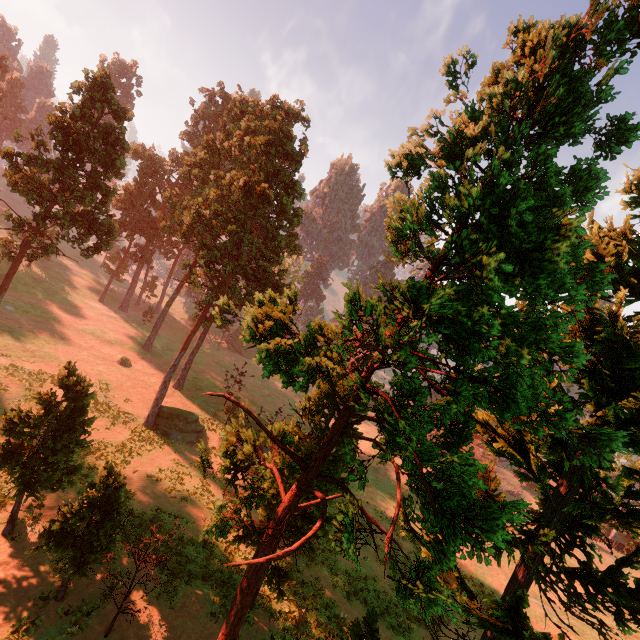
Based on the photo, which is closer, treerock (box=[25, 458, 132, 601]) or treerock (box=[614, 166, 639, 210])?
treerock (box=[614, 166, 639, 210])

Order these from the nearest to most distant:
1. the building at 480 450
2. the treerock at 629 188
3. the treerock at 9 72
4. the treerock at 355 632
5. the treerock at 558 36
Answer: the treerock at 558 36 < the treerock at 629 188 < the treerock at 355 632 < the treerock at 9 72 < the building at 480 450

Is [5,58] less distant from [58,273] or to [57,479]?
[58,273]

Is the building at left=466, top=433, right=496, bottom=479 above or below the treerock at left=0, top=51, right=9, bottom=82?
below

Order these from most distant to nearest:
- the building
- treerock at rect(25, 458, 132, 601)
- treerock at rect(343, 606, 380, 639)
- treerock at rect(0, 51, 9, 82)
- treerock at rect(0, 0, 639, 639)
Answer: the building, treerock at rect(0, 51, 9, 82), treerock at rect(343, 606, 380, 639), treerock at rect(25, 458, 132, 601), treerock at rect(0, 0, 639, 639)

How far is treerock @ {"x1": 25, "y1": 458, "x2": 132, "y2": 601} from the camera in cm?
1296

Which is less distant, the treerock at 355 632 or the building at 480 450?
the treerock at 355 632
